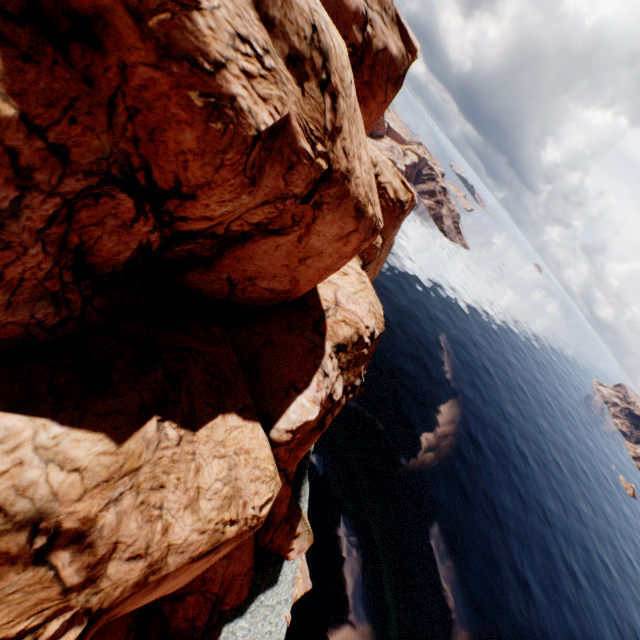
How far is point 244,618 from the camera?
21.9 meters
